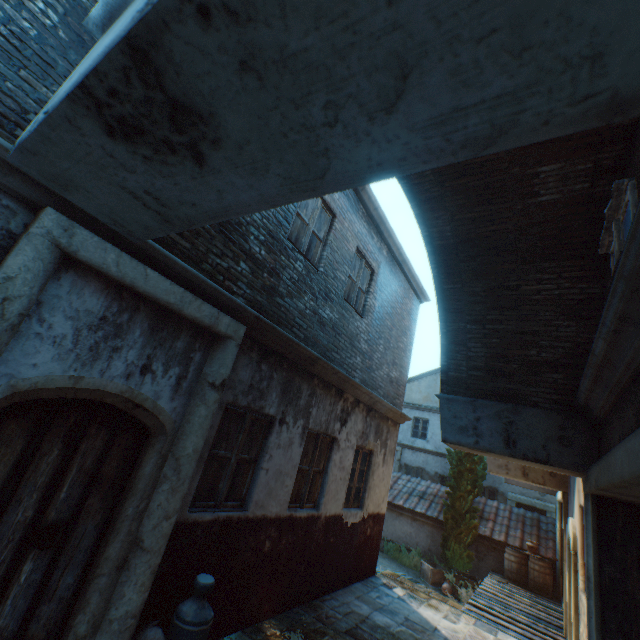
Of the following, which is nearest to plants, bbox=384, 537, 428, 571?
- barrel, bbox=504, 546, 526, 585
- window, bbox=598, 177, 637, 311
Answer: barrel, bbox=504, 546, 526, 585

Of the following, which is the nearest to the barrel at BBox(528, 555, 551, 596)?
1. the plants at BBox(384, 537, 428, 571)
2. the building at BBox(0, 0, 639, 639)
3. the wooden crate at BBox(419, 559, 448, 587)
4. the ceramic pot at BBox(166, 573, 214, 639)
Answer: the wooden crate at BBox(419, 559, 448, 587)

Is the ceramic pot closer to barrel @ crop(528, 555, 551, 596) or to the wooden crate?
the wooden crate

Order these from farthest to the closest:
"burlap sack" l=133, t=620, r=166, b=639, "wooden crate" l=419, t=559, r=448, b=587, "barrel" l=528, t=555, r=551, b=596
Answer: "wooden crate" l=419, t=559, r=448, b=587
"barrel" l=528, t=555, r=551, b=596
"burlap sack" l=133, t=620, r=166, b=639

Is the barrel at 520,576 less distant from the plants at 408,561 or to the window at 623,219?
the plants at 408,561

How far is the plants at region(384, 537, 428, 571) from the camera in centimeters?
1291cm

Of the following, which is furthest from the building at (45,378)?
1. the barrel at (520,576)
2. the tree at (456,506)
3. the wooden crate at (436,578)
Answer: the barrel at (520,576)

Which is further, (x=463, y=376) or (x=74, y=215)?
(x=463, y=376)
